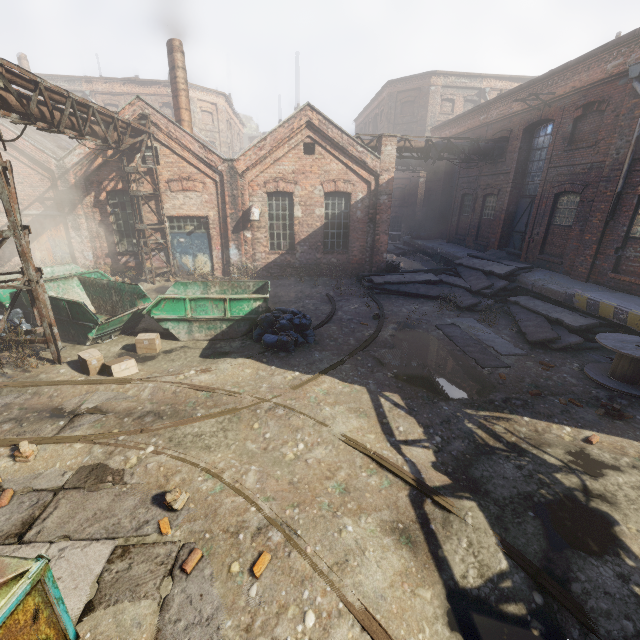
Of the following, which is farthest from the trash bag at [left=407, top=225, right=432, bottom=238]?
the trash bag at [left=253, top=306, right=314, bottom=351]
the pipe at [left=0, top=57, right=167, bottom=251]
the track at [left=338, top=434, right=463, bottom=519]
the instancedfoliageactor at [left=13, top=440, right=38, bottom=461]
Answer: the instancedfoliageactor at [left=13, top=440, right=38, bottom=461]

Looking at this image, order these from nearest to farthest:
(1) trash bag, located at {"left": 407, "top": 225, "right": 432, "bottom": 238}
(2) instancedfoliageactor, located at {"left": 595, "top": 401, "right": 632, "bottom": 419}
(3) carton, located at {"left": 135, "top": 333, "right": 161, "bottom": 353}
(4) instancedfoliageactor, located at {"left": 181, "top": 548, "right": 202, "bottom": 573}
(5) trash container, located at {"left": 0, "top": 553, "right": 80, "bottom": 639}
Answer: (5) trash container, located at {"left": 0, "top": 553, "right": 80, "bottom": 639}
(4) instancedfoliageactor, located at {"left": 181, "top": 548, "right": 202, "bottom": 573}
(2) instancedfoliageactor, located at {"left": 595, "top": 401, "right": 632, "bottom": 419}
(3) carton, located at {"left": 135, "top": 333, "right": 161, "bottom": 353}
(1) trash bag, located at {"left": 407, "top": 225, "right": 432, "bottom": 238}

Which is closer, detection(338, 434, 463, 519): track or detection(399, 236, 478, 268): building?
detection(338, 434, 463, 519): track

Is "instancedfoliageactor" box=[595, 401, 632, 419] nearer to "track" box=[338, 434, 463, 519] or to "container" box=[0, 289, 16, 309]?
"track" box=[338, 434, 463, 519]

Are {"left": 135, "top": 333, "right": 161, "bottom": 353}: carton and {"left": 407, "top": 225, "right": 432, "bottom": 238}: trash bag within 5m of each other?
no

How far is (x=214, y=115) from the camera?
33.3 meters

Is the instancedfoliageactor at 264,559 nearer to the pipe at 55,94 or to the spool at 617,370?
the pipe at 55,94

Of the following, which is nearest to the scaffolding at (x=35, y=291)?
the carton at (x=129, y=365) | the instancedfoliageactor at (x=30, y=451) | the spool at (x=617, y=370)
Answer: the carton at (x=129, y=365)
